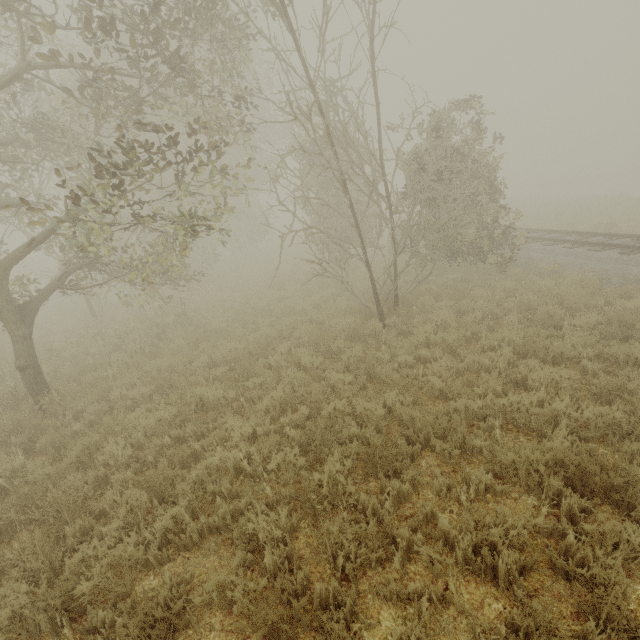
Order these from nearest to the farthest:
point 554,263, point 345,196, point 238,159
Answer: point 345,196 < point 554,263 < point 238,159
